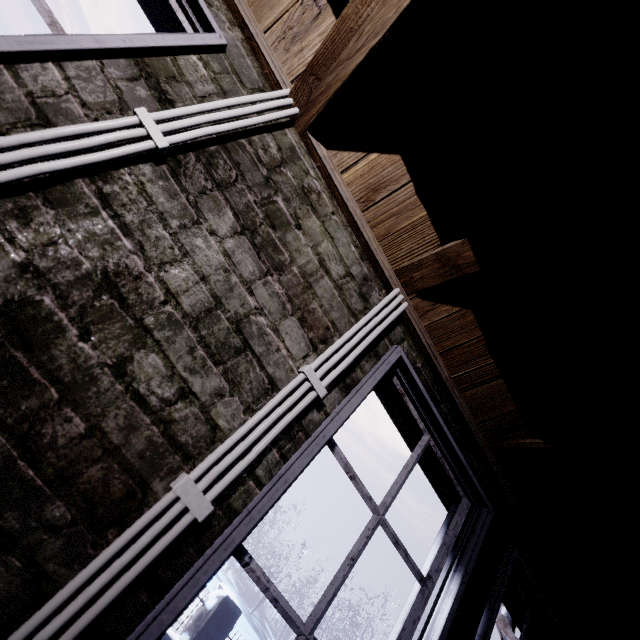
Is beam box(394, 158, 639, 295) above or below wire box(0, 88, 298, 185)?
above

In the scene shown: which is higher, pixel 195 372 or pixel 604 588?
pixel 604 588

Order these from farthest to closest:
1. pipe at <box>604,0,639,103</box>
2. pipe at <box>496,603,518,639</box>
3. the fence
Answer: the fence → pipe at <box>496,603,518,639</box> → pipe at <box>604,0,639,103</box>

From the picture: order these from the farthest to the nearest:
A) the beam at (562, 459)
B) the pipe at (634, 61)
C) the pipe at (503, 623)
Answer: the pipe at (503, 623) → the beam at (562, 459) → the pipe at (634, 61)

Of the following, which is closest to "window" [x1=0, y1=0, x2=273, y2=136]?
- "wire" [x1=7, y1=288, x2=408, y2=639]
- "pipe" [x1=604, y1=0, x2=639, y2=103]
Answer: "wire" [x1=7, y1=288, x2=408, y2=639]

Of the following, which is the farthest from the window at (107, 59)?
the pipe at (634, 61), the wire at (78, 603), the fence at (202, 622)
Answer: the fence at (202, 622)

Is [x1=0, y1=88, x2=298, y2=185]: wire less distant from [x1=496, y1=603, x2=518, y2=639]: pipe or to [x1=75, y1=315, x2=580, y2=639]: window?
[x1=75, y1=315, x2=580, y2=639]: window

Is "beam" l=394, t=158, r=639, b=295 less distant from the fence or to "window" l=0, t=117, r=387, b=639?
"window" l=0, t=117, r=387, b=639
